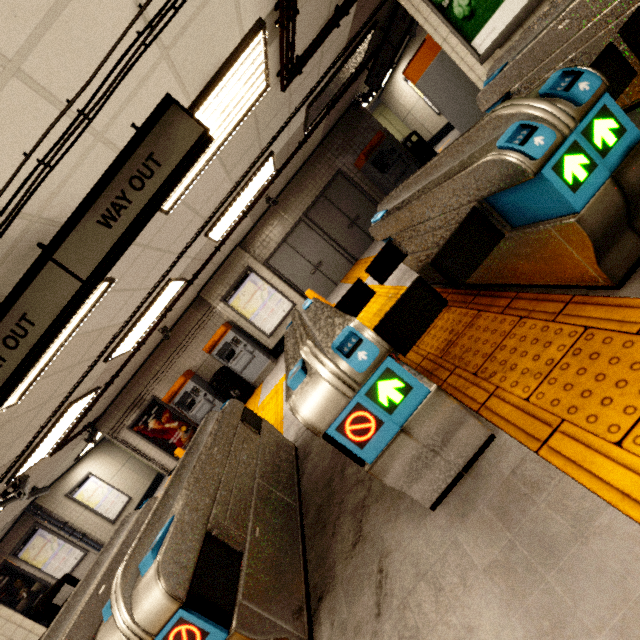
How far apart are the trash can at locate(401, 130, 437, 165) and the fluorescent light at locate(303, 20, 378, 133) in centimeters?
324cm

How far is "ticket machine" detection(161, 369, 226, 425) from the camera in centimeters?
882cm

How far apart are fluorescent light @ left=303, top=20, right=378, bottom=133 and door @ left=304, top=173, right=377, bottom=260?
2.52m

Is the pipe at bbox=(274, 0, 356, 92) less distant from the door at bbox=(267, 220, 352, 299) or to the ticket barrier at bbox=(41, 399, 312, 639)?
the ticket barrier at bbox=(41, 399, 312, 639)

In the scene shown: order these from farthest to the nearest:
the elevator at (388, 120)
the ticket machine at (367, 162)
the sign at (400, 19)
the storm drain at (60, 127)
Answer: the elevator at (388, 120) < the ticket machine at (367, 162) < the sign at (400, 19) < the storm drain at (60, 127)

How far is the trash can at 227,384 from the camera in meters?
8.9

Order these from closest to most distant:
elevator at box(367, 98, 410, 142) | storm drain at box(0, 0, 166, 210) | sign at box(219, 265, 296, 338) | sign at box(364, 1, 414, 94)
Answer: storm drain at box(0, 0, 166, 210) < sign at box(364, 1, 414, 94) < sign at box(219, 265, 296, 338) < elevator at box(367, 98, 410, 142)

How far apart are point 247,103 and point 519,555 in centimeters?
456cm
